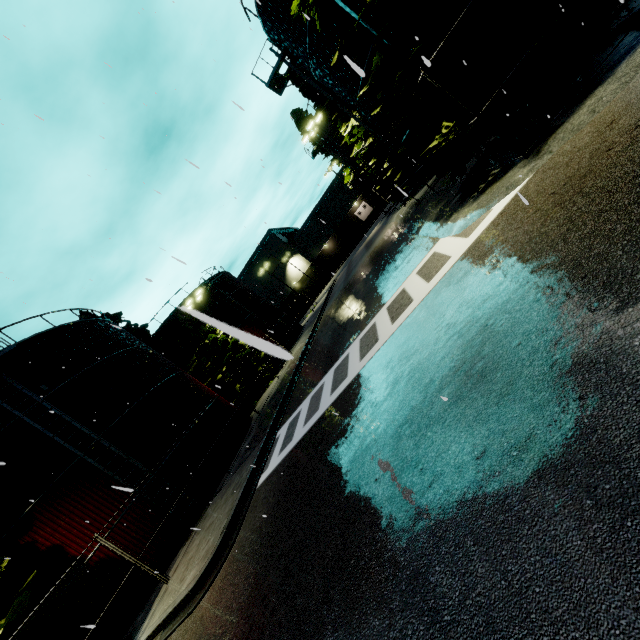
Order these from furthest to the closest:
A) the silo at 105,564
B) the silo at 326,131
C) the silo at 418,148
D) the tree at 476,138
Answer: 1. the silo at 326,131
2. the silo at 418,148
3. the silo at 105,564
4. the tree at 476,138

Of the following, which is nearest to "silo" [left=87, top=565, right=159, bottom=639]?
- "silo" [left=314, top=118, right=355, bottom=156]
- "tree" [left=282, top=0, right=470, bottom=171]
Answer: "tree" [left=282, top=0, right=470, bottom=171]

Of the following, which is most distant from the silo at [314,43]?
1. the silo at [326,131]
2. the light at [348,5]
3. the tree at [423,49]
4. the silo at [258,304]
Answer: the silo at [258,304]

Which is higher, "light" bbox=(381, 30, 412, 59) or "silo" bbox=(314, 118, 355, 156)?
"silo" bbox=(314, 118, 355, 156)

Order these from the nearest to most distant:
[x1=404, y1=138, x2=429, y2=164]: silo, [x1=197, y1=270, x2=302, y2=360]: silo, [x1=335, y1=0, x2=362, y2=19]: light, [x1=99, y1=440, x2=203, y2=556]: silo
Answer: [x1=335, y1=0, x2=362, y2=19]: light, [x1=99, y1=440, x2=203, y2=556]: silo, [x1=404, y1=138, x2=429, y2=164]: silo, [x1=197, y1=270, x2=302, y2=360]: silo

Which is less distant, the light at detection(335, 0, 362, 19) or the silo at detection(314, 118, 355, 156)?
the light at detection(335, 0, 362, 19)

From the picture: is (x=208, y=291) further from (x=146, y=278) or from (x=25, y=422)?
(x=146, y=278)

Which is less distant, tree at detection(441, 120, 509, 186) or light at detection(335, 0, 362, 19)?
light at detection(335, 0, 362, 19)
